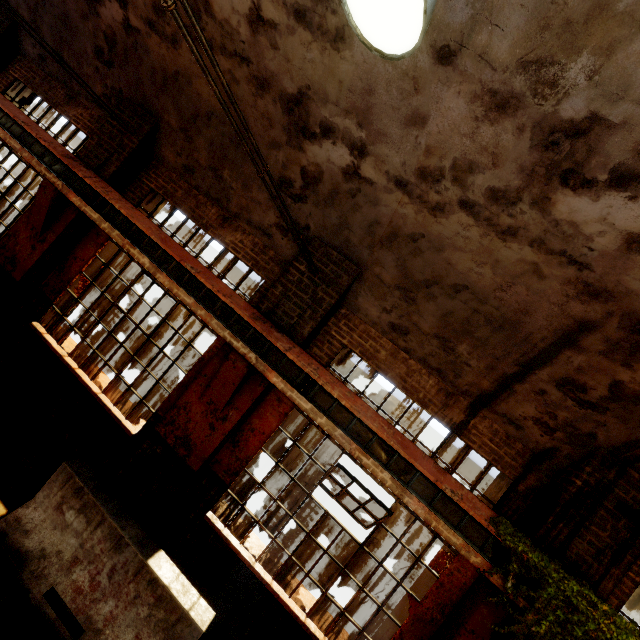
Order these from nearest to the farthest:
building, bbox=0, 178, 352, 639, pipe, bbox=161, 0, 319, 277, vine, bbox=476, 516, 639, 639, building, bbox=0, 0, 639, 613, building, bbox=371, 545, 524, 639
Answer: pipe, bbox=161, 0, 319, 277 → building, bbox=0, 0, 639, 613 → vine, bbox=476, 516, 639, 639 → building, bbox=371, 545, 524, 639 → building, bbox=0, 178, 352, 639

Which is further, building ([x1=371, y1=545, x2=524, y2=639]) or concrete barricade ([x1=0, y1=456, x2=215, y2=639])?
building ([x1=371, y1=545, x2=524, y2=639])

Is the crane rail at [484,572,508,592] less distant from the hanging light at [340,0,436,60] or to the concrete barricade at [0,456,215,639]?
the concrete barricade at [0,456,215,639]

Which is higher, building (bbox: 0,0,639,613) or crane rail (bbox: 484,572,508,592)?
building (bbox: 0,0,639,613)

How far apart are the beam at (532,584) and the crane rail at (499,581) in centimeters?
1cm

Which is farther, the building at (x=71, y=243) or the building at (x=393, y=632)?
the building at (x=71, y=243)

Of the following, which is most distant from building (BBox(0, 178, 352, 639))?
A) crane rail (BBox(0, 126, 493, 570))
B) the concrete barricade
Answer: the concrete barricade

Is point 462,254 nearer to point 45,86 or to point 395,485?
point 395,485
